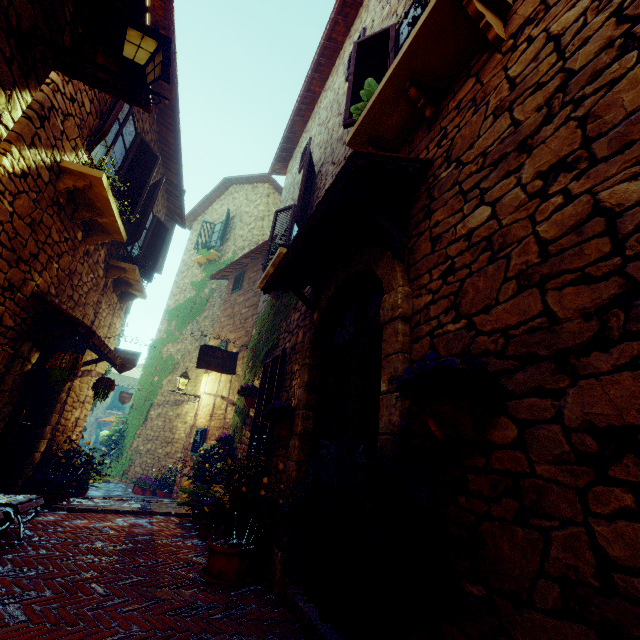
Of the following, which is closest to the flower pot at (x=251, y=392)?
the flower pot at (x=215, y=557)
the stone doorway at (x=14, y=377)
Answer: the flower pot at (x=215, y=557)

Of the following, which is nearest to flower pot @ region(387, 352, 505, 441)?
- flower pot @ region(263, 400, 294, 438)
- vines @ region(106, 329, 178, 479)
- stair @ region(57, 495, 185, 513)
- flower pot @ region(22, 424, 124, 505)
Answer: flower pot @ region(263, 400, 294, 438)

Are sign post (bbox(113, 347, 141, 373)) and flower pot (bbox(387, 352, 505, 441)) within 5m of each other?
no

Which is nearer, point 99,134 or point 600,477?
point 600,477

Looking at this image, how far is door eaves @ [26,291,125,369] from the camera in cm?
417

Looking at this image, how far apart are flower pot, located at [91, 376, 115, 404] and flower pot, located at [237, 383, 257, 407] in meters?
2.3 m

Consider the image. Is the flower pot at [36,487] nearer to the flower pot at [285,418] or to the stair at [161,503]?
the stair at [161,503]

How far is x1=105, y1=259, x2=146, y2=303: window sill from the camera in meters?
6.2
